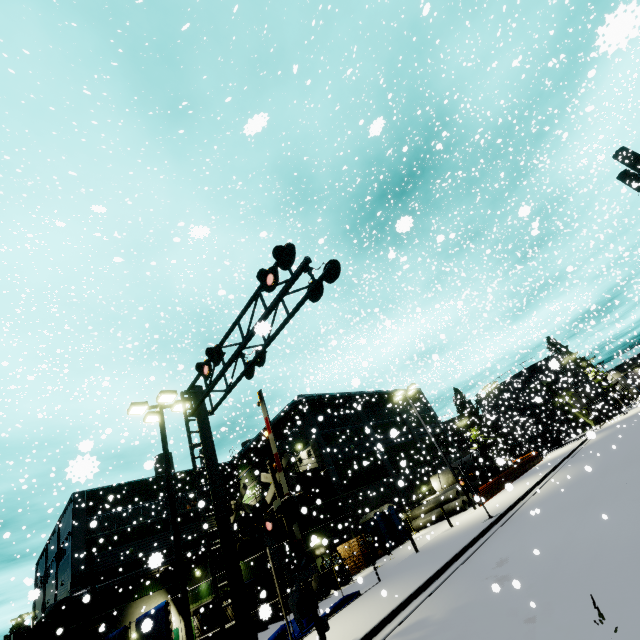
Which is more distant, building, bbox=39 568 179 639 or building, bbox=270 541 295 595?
building, bbox=39 568 179 639

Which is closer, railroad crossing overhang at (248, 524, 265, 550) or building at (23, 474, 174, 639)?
railroad crossing overhang at (248, 524, 265, 550)

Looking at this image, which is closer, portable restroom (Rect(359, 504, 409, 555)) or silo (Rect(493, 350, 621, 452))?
portable restroom (Rect(359, 504, 409, 555))

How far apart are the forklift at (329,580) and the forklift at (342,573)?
0.5m

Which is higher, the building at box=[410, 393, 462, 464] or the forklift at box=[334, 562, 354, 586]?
the building at box=[410, 393, 462, 464]

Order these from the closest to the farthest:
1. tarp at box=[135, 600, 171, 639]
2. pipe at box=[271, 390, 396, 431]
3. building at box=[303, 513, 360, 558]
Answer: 1. tarp at box=[135, 600, 171, 639]
2. building at box=[303, 513, 360, 558]
3. pipe at box=[271, 390, 396, 431]

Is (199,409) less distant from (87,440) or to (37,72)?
(87,440)

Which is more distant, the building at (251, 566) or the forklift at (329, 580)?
the building at (251, 566)
